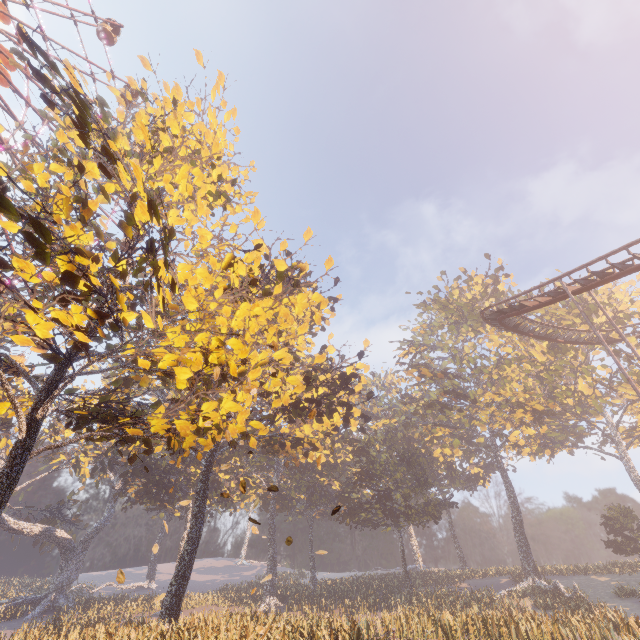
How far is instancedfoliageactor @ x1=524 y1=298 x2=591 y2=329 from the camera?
37.4 meters

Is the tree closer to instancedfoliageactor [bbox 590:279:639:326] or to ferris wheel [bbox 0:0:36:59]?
ferris wheel [bbox 0:0:36:59]

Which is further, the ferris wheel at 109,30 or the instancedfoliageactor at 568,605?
the ferris wheel at 109,30

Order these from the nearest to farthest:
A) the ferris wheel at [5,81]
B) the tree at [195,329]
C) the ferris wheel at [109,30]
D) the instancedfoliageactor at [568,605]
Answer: the tree at [195,329]
the instancedfoliageactor at [568,605]
the ferris wheel at [5,81]
the ferris wheel at [109,30]

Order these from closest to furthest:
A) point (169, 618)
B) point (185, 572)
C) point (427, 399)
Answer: point (169, 618) < point (185, 572) < point (427, 399)

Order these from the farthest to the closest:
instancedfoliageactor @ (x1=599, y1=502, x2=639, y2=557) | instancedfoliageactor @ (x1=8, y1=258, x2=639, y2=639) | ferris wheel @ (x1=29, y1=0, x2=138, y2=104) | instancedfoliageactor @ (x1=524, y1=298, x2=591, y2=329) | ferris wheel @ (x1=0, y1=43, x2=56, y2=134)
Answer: instancedfoliageactor @ (x1=524, y1=298, x2=591, y2=329)
instancedfoliageactor @ (x1=599, y1=502, x2=639, y2=557)
ferris wheel @ (x1=29, y1=0, x2=138, y2=104)
ferris wheel @ (x1=0, y1=43, x2=56, y2=134)
instancedfoliageactor @ (x1=8, y1=258, x2=639, y2=639)

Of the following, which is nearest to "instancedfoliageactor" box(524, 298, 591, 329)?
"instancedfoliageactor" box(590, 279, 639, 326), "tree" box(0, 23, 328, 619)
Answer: "instancedfoliageactor" box(590, 279, 639, 326)
